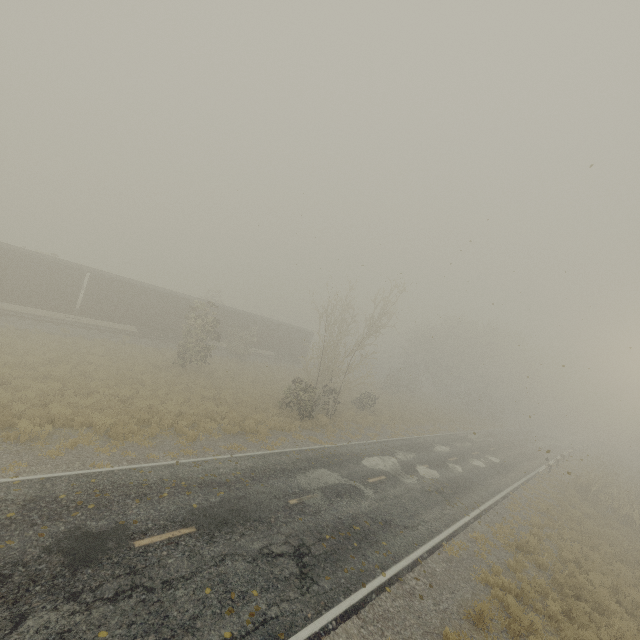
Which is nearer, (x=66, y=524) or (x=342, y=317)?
(x=66, y=524)

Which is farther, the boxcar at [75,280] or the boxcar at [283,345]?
the boxcar at [283,345]

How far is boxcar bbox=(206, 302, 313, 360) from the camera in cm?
3469

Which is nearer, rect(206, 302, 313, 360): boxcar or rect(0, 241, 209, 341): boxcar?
rect(0, 241, 209, 341): boxcar

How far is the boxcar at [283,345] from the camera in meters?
34.7
